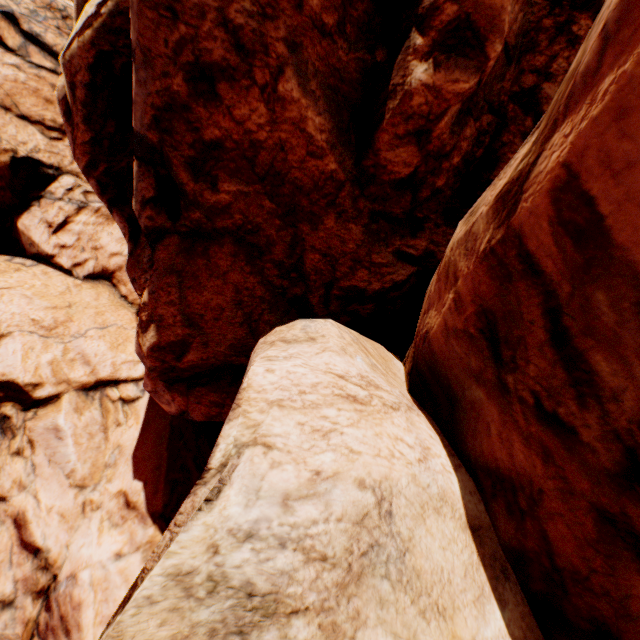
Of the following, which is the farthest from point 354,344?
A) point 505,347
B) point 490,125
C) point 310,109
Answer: point 490,125
